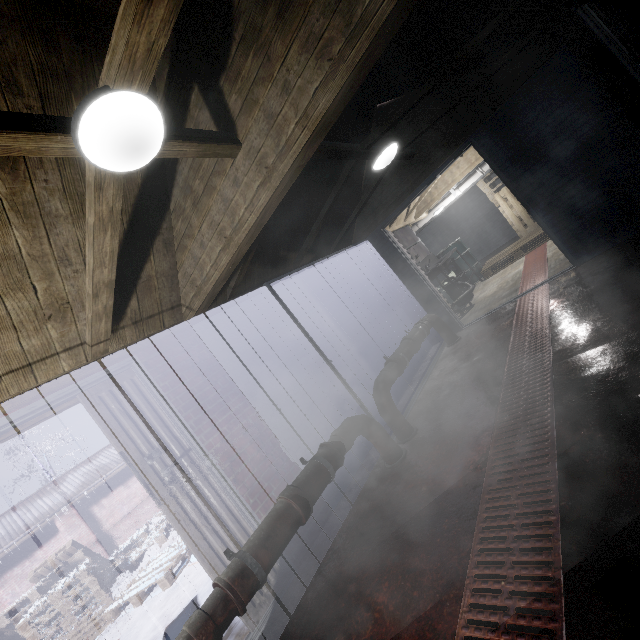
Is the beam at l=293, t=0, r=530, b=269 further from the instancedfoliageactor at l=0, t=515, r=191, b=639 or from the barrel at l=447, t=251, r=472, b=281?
the barrel at l=447, t=251, r=472, b=281

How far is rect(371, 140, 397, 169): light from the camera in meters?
3.2

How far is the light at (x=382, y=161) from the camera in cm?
317

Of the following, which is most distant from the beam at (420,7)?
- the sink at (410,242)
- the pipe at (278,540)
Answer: the sink at (410,242)

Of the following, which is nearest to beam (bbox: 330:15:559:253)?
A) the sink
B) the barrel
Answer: the sink

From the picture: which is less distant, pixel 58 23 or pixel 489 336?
pixel 58 23

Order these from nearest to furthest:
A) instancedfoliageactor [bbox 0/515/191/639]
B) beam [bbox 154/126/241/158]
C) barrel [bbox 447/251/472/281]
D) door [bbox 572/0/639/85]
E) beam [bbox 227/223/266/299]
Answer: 1. beam [bbox 154/126/241/158]
2. door [bbox 572/0/639/85]
3. beam [bbox 227/223/266/299]
4. instancedfoliageactor [bbox 0/515/191/639]
5. barrel [bbox 447/251/472/281]

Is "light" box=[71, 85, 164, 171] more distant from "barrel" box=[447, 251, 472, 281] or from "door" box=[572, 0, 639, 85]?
"barrel" box=[447, 251, 472, 281]
